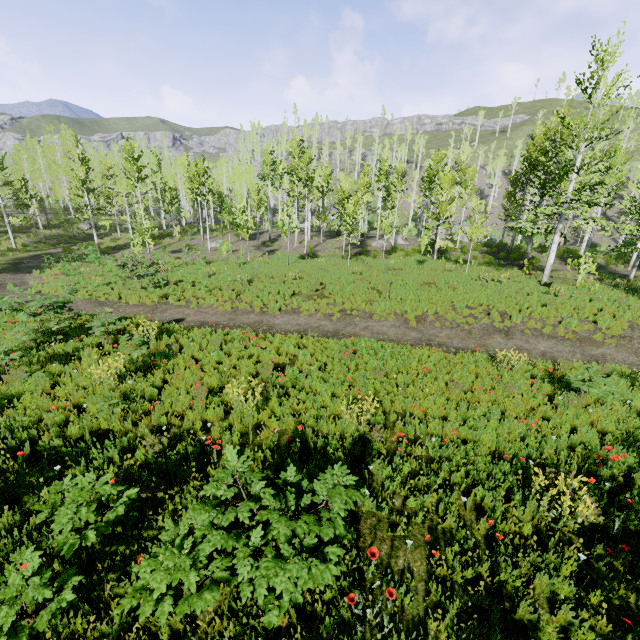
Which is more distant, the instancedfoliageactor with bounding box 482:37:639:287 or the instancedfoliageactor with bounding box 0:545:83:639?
the instancedfoliageactor with bounding box 482:37:639:287

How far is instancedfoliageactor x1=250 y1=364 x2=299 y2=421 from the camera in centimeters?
681cm

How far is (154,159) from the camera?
43.44m

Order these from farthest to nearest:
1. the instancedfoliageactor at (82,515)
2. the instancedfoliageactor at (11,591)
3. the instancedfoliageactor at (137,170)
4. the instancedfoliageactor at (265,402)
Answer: the instancedfoliageactor at (137,170) → the instancedfoliageactor at (265,402) → the instancedfoliageactor at (82,515) → the instancedfoliageactor at (11,591)

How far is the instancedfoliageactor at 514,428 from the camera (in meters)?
6.23

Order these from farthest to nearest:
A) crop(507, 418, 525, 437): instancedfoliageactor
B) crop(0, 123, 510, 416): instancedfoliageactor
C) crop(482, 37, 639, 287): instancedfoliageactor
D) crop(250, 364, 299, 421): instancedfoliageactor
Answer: crop(482, 37, 639, 287): instancedfoliageactor, crop(0, 123, 510, 416): instancedfoliageactor, crop(250, 364, 299, 421): instancedfoliageactor, crop(507, 418, 525, 437): instancedfoliageactor
